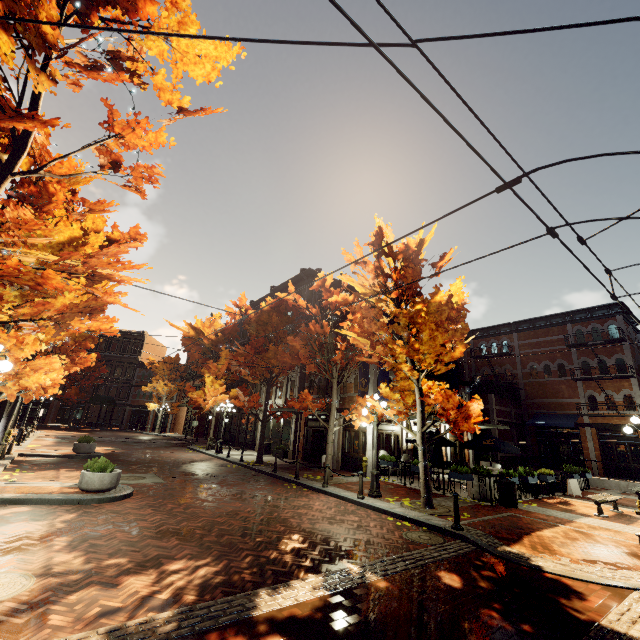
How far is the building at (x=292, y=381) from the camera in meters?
21.7

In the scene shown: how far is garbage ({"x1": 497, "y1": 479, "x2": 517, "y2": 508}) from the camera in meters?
11.5 m

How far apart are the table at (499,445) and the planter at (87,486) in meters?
14.3

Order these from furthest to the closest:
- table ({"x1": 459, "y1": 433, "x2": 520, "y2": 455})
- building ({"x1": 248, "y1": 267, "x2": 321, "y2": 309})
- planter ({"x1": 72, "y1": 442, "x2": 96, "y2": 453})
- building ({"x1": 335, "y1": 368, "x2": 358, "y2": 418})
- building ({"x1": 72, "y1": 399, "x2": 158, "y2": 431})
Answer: building ({"x1": 72, "y1": 399, "x2": 158, "y2": 431}) → building ({"x1": 248, "y1": 267, "x2": 321, "y2": 309}) → building ({"x1": 335, "y1": 368, "x2": 358, "y2": 418}) → planter ({"x1": 72, "y1": 442, "x2": 96, "y2": 453}) → table ({"x1": 459, "y1": 433, "x2": 520, "y2": 455})

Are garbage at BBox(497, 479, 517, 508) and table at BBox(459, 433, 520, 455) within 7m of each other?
yes

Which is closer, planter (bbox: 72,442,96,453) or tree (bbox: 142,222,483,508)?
tree (bbox: 142,222,483,508)

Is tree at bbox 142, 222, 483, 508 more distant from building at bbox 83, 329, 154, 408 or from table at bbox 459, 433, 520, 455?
table at bbox 459, 433, 520, 455

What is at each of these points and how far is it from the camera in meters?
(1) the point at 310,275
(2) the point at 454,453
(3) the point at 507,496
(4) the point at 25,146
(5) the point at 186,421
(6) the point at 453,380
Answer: (1) building, 25.9 m
(2) building, 21.8 m
(3) garbage, 11.5 m
(4) tree, 5.0 m
(5) building, 41.6 m
(6) banner, 21.9 m
